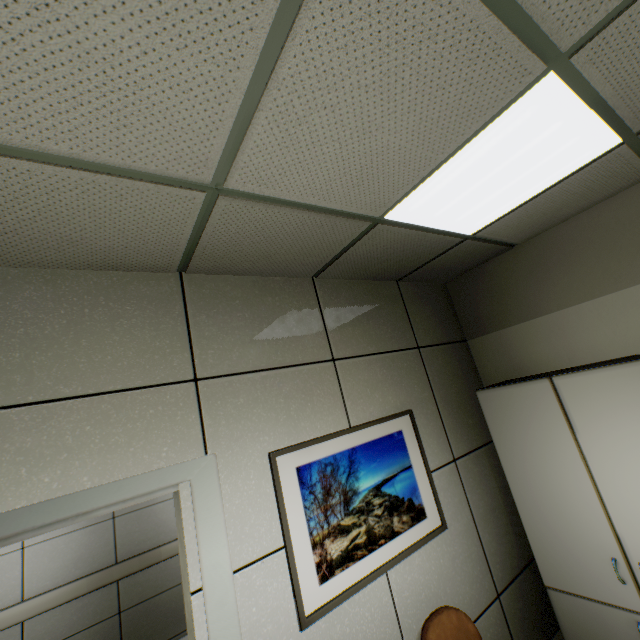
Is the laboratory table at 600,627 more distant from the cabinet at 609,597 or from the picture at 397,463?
the picture at 397,463

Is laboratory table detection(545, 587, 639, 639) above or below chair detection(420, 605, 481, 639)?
below

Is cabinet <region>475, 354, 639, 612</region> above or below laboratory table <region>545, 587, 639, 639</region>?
above

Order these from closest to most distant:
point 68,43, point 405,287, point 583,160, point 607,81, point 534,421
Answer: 1. point 68,43
2. point 607,81
3. point 583,160
4. point 534,421
5. point 405,287

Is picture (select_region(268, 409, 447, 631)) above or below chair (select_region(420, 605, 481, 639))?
above

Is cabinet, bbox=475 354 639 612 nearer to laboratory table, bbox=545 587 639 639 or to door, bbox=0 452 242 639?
laboratory table, bbox=545 587 639 639

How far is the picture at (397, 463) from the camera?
1.82m

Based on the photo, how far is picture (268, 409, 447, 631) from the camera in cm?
182
